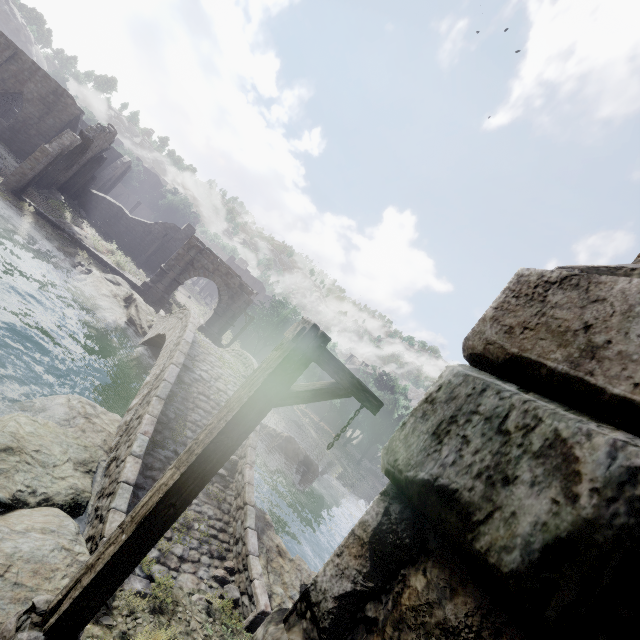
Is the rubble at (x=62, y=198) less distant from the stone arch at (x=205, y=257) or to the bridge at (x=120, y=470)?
the stone arch at (x=205, y=257)

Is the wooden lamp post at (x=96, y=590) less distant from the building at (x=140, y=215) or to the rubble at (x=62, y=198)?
the building at (x=140, y=215)

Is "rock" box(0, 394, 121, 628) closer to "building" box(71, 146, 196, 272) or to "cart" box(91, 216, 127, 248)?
"building" box(71, 146, 196, 272)

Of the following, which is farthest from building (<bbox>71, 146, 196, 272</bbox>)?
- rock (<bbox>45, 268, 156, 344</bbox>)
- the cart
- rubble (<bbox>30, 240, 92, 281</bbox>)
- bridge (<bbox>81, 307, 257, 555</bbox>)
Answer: rubble (<bbox>30, 240, 92, 281</bbox>)

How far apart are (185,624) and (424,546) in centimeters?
758cm

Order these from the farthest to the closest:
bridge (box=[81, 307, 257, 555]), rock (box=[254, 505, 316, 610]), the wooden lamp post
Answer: rock (box=[254, 505, 316, 610])
bridge (box=[81, 307, 257, 555])
the wooden lamp post

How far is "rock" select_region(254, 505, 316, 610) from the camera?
8.98m

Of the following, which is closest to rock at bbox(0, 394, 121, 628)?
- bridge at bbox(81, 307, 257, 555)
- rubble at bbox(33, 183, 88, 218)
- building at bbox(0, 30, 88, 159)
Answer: bridge at bbox(81, 307, 257, 555)
